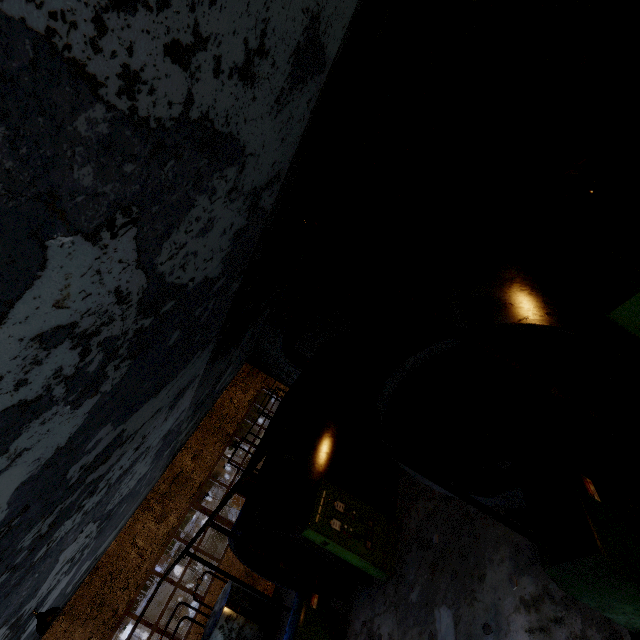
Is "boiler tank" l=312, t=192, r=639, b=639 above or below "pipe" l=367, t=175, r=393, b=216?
below

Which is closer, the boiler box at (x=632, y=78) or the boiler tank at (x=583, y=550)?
the boiler tank at (x=583, y=550)

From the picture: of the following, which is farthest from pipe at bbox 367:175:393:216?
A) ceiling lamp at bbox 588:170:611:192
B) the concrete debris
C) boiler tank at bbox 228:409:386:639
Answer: boiler tank at bbox 228:409:386:639

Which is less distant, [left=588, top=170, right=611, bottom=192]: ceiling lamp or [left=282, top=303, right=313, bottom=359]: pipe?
[left=588, top=170, right=611, bottom=192]: ceiling lamp

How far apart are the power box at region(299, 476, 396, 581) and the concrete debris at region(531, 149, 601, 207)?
11.06m

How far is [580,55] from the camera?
2.2 meters

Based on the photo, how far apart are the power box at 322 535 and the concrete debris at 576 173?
11.1m

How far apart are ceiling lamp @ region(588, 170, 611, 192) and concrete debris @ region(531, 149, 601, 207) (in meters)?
0.88
